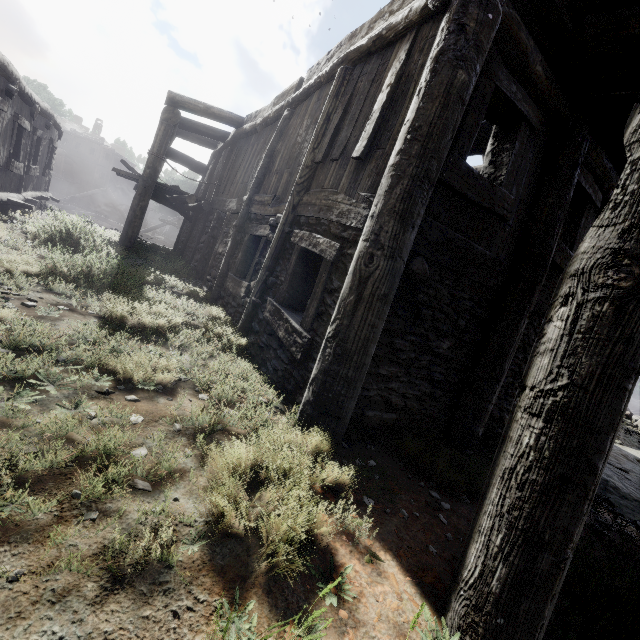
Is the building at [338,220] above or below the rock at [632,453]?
above

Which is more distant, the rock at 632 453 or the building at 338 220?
the rock at 632 453

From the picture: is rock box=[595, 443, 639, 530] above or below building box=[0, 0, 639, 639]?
below

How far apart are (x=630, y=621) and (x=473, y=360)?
3.02m

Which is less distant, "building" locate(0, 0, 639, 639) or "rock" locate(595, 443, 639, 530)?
"building" locate(0, 0, 639, 639)
